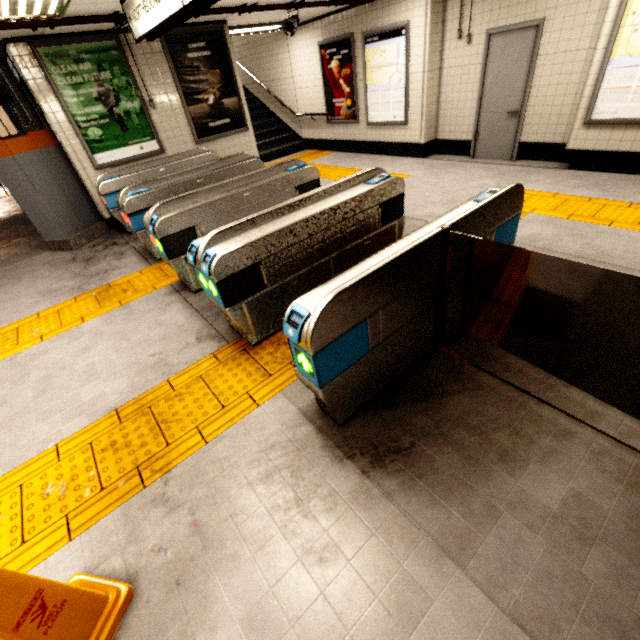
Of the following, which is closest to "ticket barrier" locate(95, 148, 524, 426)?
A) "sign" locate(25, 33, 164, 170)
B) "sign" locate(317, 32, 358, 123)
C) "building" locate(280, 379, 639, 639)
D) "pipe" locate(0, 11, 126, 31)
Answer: "building" locate(280, 379, 639, 639)

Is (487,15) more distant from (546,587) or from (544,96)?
(546,587)

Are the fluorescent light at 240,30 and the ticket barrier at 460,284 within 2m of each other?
no

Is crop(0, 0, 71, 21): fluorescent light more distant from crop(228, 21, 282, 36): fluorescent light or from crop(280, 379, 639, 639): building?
crop(228, 21, 282, 36): fluorescent light

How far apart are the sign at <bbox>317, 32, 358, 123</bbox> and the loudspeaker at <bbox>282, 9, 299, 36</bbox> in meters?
1.4 m

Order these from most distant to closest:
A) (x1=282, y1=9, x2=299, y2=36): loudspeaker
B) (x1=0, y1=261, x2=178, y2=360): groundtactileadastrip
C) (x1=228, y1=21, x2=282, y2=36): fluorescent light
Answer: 1. (x1=228, y1=21, x2=282, y2=36): fluorescent light
2. (x1=282, y1=9, x2=299, y2=36): loudspeaker
3. (x1=0, y1=261, x2=178, y2=360): groundtactileadastrip

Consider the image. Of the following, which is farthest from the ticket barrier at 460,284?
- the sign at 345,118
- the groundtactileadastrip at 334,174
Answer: the sign at 345,118

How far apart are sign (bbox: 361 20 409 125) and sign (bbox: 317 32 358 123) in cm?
22
